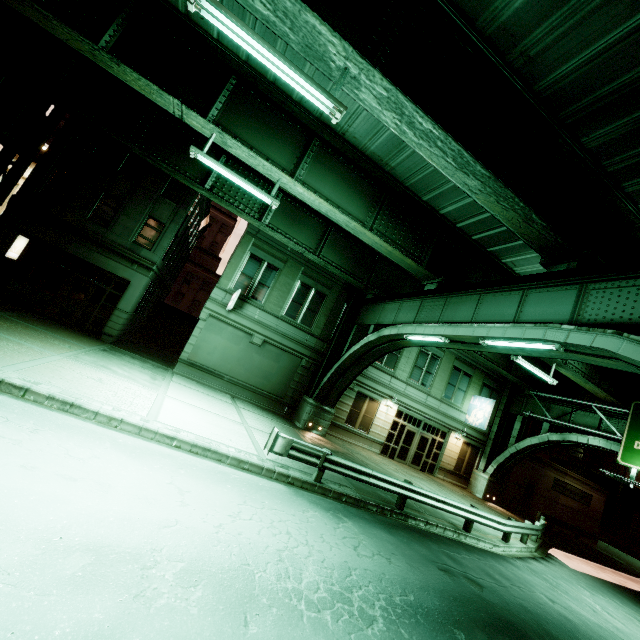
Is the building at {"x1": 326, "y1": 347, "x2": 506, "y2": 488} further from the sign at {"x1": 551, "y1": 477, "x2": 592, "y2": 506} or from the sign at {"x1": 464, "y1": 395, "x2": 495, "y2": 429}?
the sign at {"x1": 551, "y1": 477, "x2": 592, "y2": 506}

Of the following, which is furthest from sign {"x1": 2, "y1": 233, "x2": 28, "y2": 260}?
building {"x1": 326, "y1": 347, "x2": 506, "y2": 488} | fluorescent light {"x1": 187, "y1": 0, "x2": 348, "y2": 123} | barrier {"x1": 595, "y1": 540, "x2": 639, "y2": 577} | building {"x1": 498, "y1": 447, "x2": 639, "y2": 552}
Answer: barrier {"x1": 595, "y1": 540, "x2": 639, "y2": 577}

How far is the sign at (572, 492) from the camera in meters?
29.1 m

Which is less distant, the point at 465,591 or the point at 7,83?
the point at 465,591

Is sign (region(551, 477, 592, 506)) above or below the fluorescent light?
below

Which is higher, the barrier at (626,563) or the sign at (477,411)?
the sign at (477,411)

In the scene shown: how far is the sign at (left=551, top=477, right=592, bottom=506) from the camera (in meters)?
29.09

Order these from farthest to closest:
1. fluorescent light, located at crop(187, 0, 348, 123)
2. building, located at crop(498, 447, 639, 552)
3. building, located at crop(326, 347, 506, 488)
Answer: building, located at crop(498, 447, 639, 552), building, located at crop(326, 347, 506, 488), fluorescent light, located at crop(187, 0, 348, 123)
